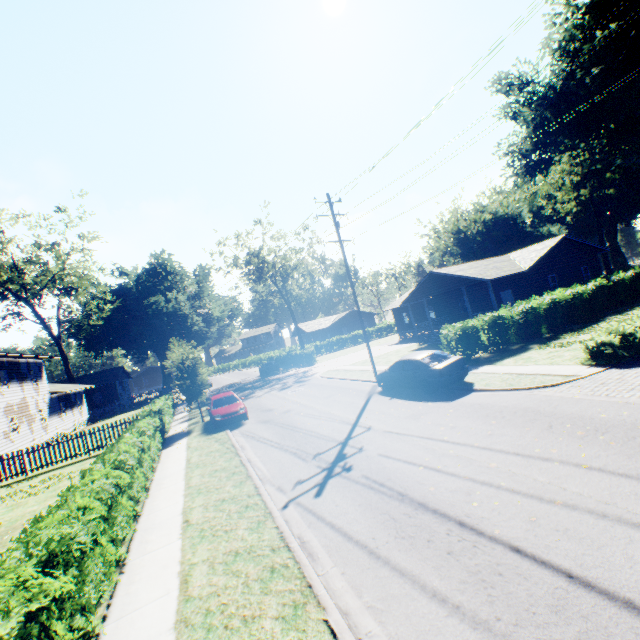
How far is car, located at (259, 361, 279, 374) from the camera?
43.06m

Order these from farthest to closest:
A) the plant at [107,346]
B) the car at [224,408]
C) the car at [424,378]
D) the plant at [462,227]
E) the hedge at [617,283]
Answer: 1. the plant at [462,227]
2. the plant at [107,346]
3. the hedge at [617,283]
4. the car at [224,408]
5. the car at [424,378]

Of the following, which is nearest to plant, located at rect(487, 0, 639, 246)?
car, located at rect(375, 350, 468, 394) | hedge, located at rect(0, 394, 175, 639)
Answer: hedge, located at rect(0, 394, 175, 639)

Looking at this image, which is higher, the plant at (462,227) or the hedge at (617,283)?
the plant at (462,227)

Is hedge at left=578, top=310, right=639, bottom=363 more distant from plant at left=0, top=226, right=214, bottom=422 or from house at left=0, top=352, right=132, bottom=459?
house at left=0, top=352, right=132, bottom=459

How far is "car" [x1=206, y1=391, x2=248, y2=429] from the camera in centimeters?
1717cm

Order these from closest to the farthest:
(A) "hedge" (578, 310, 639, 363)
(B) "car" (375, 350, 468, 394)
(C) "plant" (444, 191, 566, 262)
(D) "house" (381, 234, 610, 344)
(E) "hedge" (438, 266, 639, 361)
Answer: (A) "hedge" (578, 310, 639, 363) < (B) "car" (375, 350, 468, 394) < (E) "hedge" (438, 266, 639, 361) < (D) "house" (381, 234, 610, 344) < (C) "plant" (444, 191, 566, 262)

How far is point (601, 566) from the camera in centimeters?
407cm
